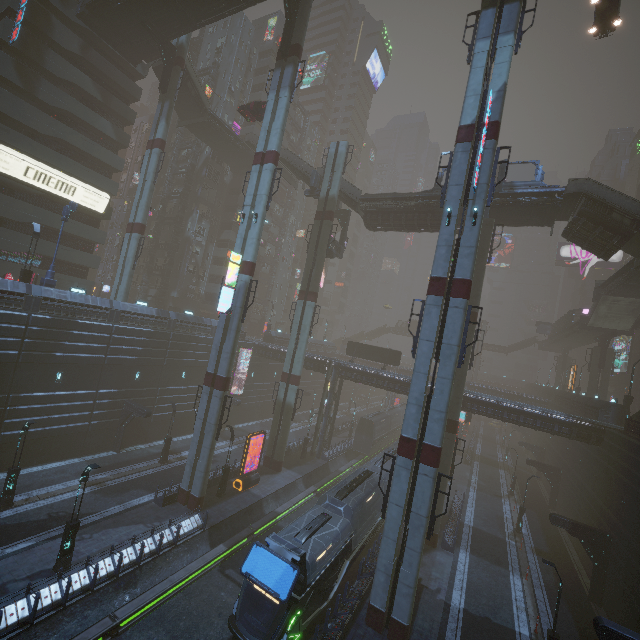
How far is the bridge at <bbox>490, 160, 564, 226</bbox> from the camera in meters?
26.6

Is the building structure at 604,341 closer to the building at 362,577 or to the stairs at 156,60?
the building at 362,577

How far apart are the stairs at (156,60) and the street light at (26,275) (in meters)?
22.99

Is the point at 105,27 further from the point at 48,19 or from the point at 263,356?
the point at 263,356

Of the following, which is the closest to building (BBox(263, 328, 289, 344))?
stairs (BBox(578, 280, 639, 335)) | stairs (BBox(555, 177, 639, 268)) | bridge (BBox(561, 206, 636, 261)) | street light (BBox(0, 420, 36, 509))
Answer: stairs (BBox(578, 280, 639, 335))

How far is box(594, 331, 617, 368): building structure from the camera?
42.1m

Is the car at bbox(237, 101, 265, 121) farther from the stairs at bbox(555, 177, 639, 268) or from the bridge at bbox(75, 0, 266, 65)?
the bridge at bbox(75, 0, 266, 65)

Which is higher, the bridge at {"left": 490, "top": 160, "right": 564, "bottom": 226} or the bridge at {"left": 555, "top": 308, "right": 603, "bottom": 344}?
the bridge at {"left": 490, "top": 160, "right": 564, "bottom": 226}
